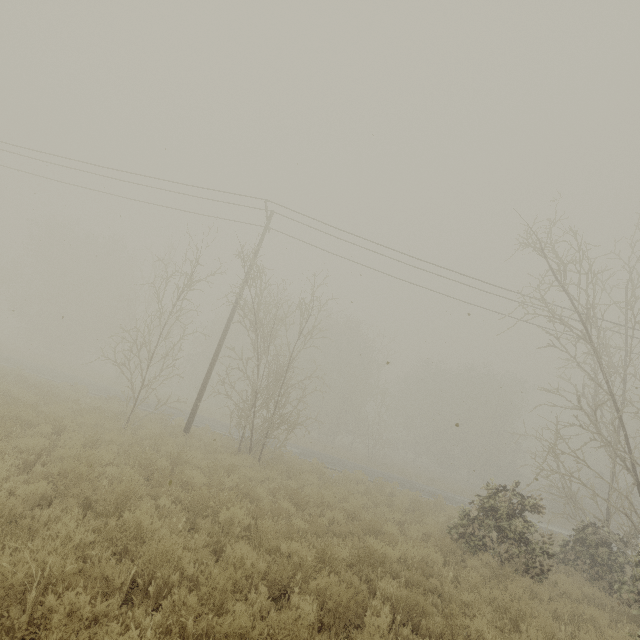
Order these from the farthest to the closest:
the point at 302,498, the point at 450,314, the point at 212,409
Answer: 1. the point at 212,409
2. the point at 450,314
3. the point at 302,498
